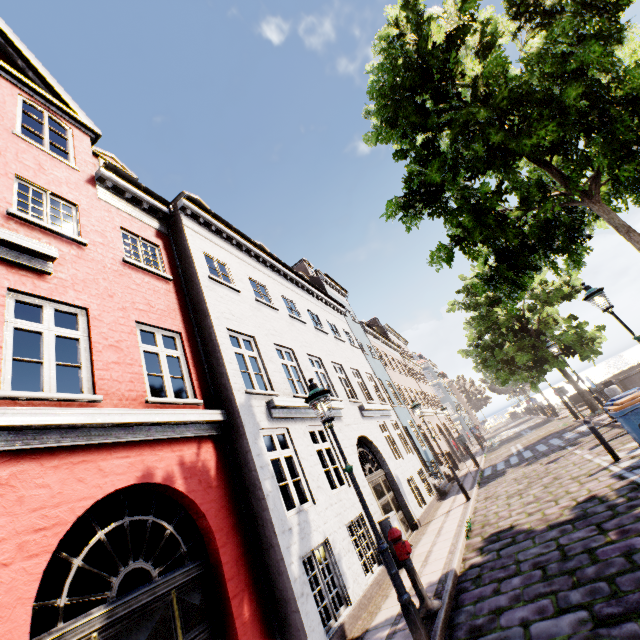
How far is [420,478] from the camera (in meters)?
14.55

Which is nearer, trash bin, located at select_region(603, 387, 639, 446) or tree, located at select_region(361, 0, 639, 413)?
tree, located at select_region(361, 0, 639, 413)

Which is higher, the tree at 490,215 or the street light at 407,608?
the tree at 490,215

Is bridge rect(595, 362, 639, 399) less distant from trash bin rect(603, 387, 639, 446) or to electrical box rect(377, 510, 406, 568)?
trash bin rect(603, 387, 639, 446)

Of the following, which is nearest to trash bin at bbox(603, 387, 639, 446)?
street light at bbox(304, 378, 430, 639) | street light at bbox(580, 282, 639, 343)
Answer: street light at bbox(580, 282, 639, 343)

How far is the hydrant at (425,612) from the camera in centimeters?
500cm

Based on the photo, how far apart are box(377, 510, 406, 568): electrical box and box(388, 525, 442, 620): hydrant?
2.7 meters

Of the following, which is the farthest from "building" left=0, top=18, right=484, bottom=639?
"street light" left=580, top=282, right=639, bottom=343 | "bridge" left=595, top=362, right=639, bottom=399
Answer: "bridge" left=595, top=362, right=639, bottom=399
